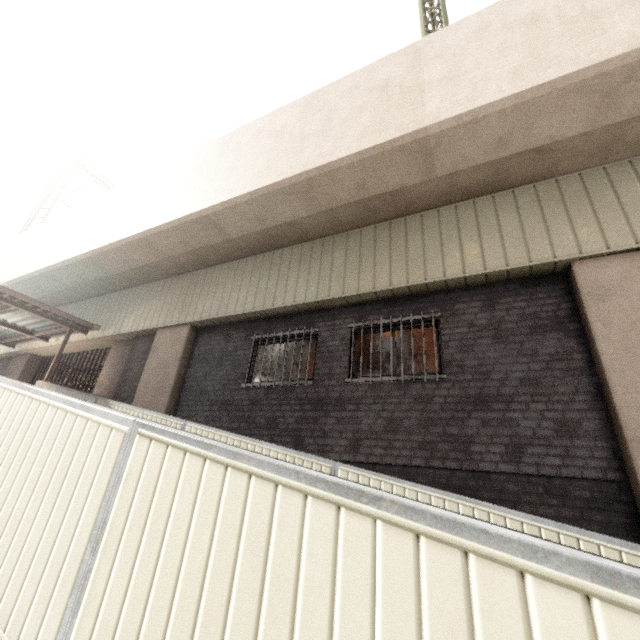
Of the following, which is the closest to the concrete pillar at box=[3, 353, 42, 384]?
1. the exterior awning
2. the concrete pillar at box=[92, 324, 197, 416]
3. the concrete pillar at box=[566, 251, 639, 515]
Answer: the exterior awning

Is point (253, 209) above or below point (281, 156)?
below

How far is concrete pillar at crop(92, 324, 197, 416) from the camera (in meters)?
8.24

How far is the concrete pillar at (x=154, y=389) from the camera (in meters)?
8.24

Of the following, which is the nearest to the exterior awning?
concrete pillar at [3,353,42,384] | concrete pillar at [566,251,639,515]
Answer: concrete pillar at [3,353,42,384]

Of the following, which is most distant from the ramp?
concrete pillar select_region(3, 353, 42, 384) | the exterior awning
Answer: concrete pillar select_region(3, 353, 42, 384)

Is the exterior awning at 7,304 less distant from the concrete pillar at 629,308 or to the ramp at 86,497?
the ramp at 86,497

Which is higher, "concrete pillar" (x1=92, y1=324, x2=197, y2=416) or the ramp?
"concrete pillar" (x1=92, y1=324, x2=197, y2=416)
